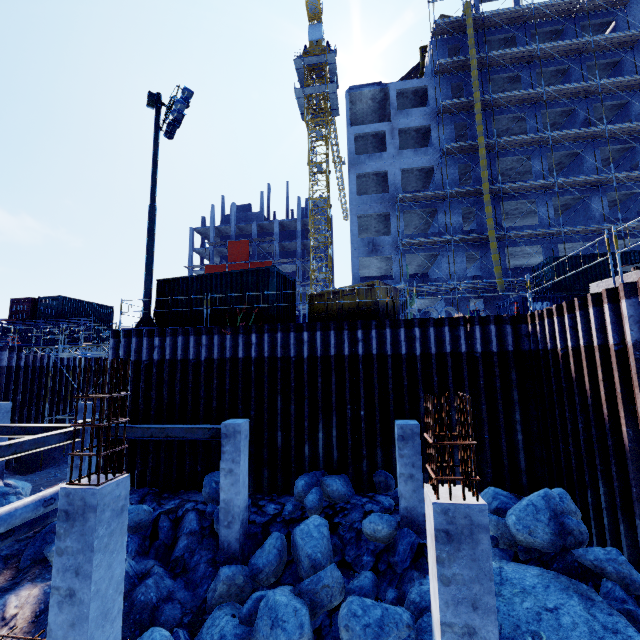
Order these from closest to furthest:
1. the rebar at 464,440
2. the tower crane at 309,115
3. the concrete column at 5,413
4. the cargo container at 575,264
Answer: the rebar at 464,440
the concrete column at 5,413
the cargo container at 575,264
the tower crane at 309,115

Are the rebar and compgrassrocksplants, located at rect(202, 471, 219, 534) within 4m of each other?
no

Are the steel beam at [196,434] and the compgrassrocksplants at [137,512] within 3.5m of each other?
yes

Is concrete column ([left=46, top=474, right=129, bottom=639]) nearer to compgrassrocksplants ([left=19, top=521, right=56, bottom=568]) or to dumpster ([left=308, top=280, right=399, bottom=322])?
compgrassrocksplants ([left=19, top=521, right=56, bottom=568])

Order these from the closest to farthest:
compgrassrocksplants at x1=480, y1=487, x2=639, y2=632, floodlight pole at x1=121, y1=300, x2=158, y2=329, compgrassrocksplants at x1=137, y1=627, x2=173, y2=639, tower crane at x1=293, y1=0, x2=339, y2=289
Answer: compgrassrocksplants at x1=480, y1=487, x2=639, y2=632, compgrassrocksplants at x1=137, y1=627, x2=173, y2=639, floodlight pole at x1=121, y1=300, x2=158, y2=329, tower crane at x1=293, y1=0, x2=339, y2=289

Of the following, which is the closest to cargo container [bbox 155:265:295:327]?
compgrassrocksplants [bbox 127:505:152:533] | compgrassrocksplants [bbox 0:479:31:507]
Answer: compgrassrocksplants [bbox 127:505:152:533]

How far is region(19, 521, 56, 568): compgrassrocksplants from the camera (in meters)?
9.86

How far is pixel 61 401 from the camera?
23.5m
